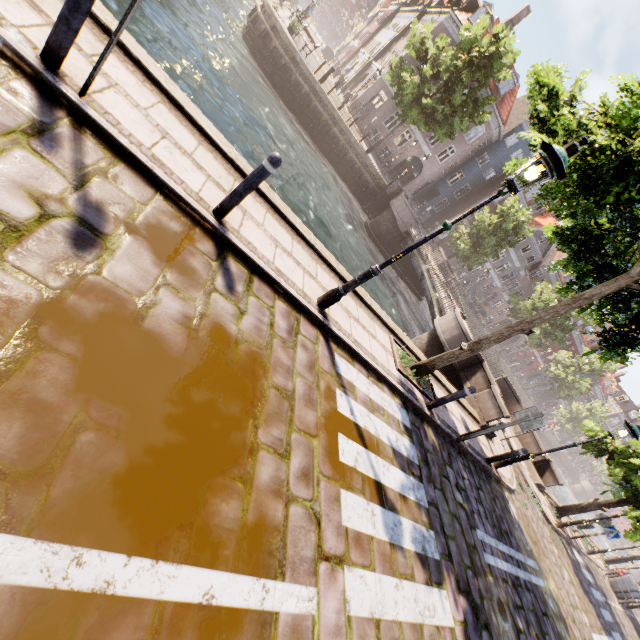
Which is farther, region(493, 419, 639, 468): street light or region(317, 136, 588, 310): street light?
region(493, 419, 639, 468): street light

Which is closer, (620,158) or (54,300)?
(54,300)

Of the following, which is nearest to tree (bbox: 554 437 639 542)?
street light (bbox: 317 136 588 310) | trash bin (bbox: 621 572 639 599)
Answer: street light (bbox: 317 136 588 310)

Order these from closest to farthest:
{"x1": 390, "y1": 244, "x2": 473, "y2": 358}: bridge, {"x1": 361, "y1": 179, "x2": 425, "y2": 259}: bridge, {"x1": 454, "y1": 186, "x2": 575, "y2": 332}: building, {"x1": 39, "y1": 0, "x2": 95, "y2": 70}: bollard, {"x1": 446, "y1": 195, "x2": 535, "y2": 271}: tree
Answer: {"x1": 39, "y1": 0, "x2": 95, "y2": 70}: bollard, {"x1": 390, "y1": 244, "x2": 473, "y2": 358}: bridge, {"x1": 361, "y1": 179, "x2": 425, "y2": 259}: bridge, {"x1": 446, "y1": 195, "x2": 535, "y2": 271}: tree, {"x1": 454, "y1": 186, "x2": 575, "y2": 332}: building

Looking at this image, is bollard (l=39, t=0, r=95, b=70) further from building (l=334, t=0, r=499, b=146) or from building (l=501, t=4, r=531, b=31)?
building (l=501, t=4, r=531, b=31)

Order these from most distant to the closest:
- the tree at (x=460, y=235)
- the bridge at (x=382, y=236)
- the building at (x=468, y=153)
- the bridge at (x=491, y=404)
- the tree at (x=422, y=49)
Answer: the building at (x=468, y=153) < the tree at (x=460, y=235) < the bridge at (x=382, y=236) < the tree at (x=422, y=49) < the bridge at (x=491, y=404)

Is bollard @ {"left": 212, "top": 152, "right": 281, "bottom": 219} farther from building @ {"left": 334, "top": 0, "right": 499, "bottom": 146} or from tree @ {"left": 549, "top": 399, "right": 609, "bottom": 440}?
building @ {"left": 334, "top": 0, "right": 499, "bottom": 146}

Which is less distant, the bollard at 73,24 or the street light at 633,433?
the bollard at 73,24
